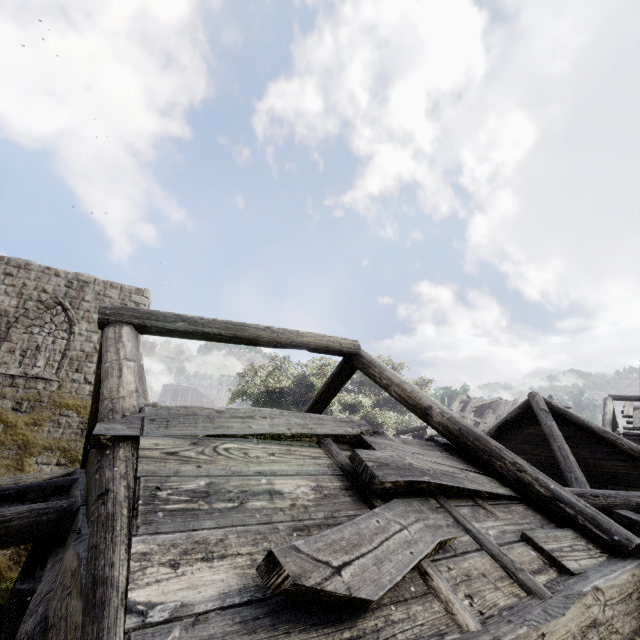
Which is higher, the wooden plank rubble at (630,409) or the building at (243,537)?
the wooden plank rubble at (630,409)

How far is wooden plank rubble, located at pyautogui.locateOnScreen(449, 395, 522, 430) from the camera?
22.8m

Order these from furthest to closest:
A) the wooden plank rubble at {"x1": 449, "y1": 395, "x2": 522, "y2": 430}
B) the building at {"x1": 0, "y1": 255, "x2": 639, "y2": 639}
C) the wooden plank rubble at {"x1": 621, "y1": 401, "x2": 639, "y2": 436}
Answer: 1. the wooden plank rubble at {"x1": 449, "y1": 395, "x2": 522, "y2": 430}
2. the wooden plank rubble at {"x1": 621, "y1": 401, "x2": 639, "y2": 436}
3. the building at {"x1": 0, "y1": 255, "x2": 639, "y2": 639}

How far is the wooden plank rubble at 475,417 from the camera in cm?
2283

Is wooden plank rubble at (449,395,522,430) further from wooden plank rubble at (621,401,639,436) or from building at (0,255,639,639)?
wooden plank rubble at (621,401,639,436)

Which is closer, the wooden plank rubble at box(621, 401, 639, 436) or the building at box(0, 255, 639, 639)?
the building at box(0, 255, 639, 639)

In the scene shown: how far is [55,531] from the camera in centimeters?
415cm
